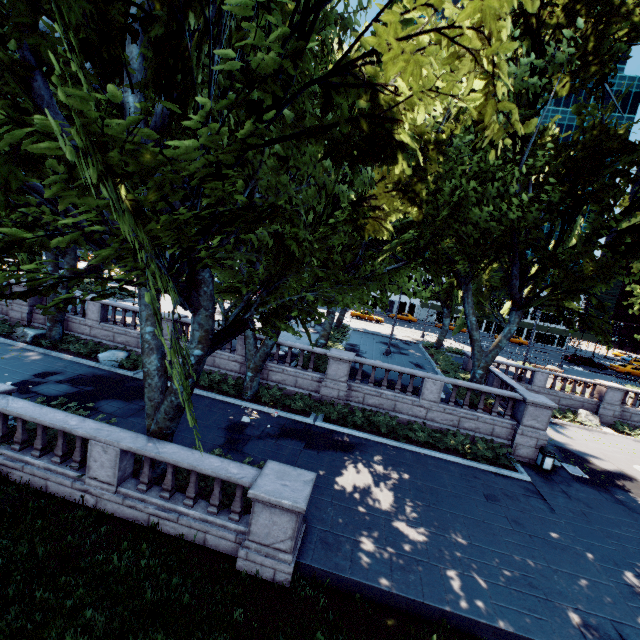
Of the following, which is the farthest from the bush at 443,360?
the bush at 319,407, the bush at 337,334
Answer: the bush at 319,407

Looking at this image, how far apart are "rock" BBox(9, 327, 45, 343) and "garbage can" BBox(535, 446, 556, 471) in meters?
28.0 m

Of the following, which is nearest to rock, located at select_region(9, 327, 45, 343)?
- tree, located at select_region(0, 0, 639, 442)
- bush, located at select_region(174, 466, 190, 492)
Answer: tree, located at select_region(0, 0, 639, 442)

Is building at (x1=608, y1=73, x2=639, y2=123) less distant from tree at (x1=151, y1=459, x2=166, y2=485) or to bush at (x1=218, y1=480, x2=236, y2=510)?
tree at (x1=151, y1=459, x2=166, y2=485)

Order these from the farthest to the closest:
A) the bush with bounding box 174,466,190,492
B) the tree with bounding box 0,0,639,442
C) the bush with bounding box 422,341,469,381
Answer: the bush with bounding box 422,341,469,381 → the bush with bounding box 174,466,190,492 → the tree with bounding box 0,0,639,442

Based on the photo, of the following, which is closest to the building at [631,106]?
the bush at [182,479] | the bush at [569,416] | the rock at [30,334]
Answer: the bush at [569,416]

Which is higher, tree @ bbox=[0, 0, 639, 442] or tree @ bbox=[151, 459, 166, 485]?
tree @ bbox=[0, 0, 639, 442]

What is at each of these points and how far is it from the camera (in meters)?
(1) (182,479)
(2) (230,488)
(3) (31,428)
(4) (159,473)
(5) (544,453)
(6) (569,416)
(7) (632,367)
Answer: (1) bush, 9.67
(2) bush, 9.52
(3) bush, 10.31
(4) tree, 9.52
(5) garbage can, 15.26
(6) bush, 23.77
(7) vehicle, 43.44
